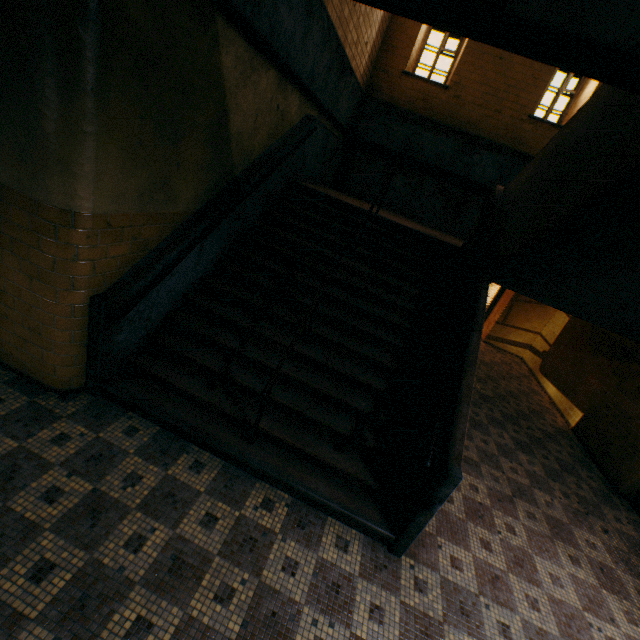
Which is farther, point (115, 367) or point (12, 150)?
point (115, 367)
